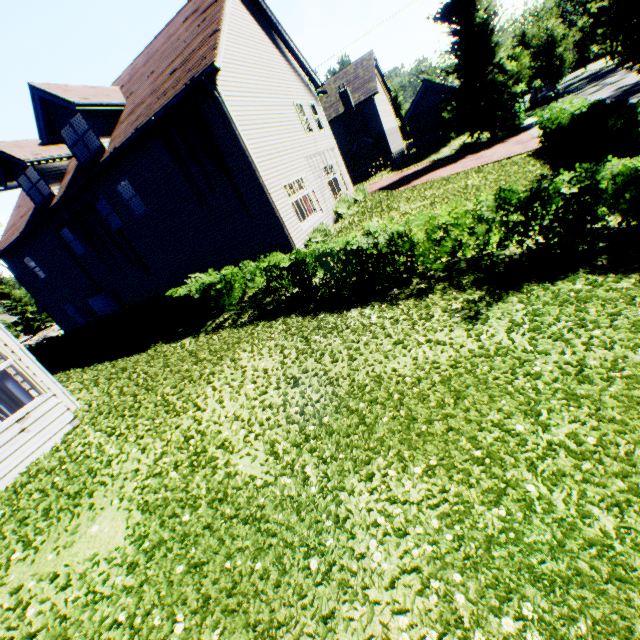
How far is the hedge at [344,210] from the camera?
17.1m

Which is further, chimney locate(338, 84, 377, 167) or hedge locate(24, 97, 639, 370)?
chimney locate(338, 84, 377, 167)

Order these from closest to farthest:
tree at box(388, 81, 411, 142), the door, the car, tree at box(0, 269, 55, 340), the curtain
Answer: the curtain, the door, the car, tree at box(0, 269, 55, 340), tree at box(388, 81, 411, 142)

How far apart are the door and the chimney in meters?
28.5

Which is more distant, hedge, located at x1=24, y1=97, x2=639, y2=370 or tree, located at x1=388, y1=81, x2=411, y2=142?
tree, located at x1=388, y1=81, x2=411, y2=142

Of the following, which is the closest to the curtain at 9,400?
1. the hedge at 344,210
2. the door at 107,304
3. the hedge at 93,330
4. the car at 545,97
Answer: the hedge at 93,330

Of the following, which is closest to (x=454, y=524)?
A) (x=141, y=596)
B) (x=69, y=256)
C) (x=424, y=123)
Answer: Answer: (x=141, y=596)
